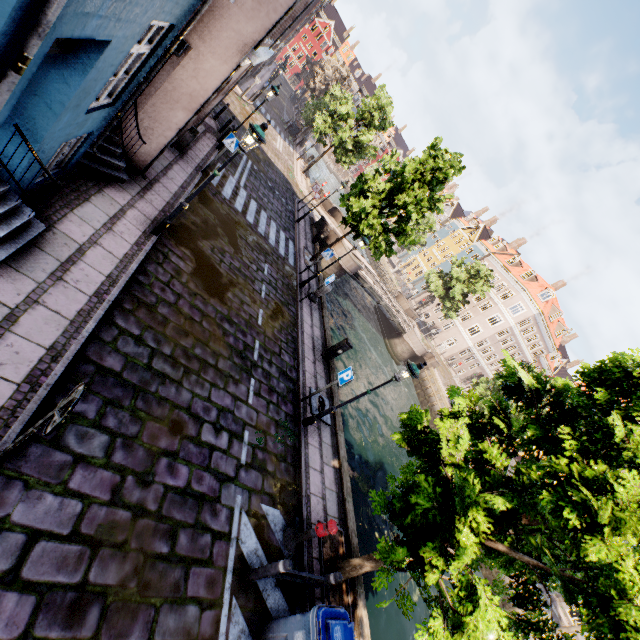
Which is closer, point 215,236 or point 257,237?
point 215,236

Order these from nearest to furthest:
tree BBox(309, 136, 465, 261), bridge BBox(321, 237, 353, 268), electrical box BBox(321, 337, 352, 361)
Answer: electrical box BBox(321, 337, 352, 361) < tree BBox(309, 136, 465, 261) < bridge BBox(321, 237, 353, 268)

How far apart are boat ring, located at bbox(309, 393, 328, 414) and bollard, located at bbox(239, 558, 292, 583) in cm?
461

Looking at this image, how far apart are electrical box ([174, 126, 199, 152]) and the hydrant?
12.4 meters

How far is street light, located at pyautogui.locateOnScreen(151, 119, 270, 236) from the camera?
6.7m

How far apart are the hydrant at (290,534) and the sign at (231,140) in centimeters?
1202cm

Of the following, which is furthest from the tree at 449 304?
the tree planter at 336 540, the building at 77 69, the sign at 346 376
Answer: the building at 77 69

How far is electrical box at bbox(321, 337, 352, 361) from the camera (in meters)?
12.23
